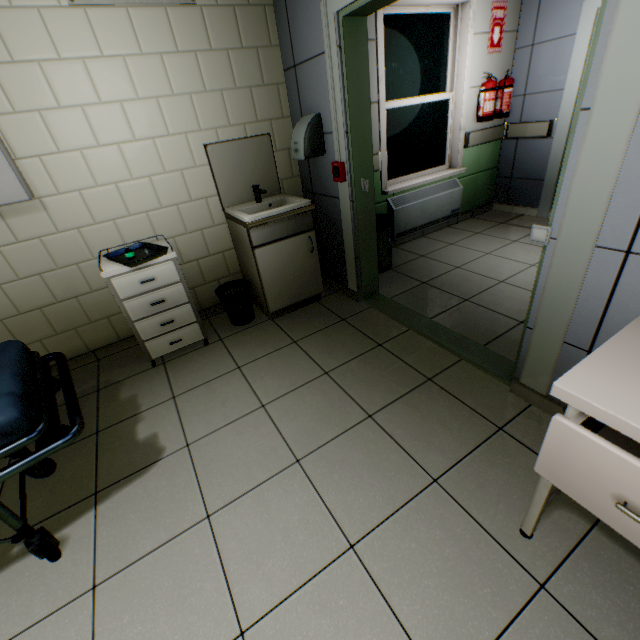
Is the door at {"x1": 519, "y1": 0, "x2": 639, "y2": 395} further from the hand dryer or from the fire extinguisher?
the fire extinguisher

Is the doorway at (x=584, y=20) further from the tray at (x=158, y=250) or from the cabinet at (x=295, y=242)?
the tray at (x=158, y=250)

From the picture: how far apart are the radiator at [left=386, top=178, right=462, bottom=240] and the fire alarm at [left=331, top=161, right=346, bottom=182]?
1.41m

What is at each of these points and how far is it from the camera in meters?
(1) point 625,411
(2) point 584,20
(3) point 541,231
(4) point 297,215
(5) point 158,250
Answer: (1) laboratory table, 0.8 m
(2) doorway, 3.3 m
(3) switch, 1.5 m
(4) sink, 2.6 m
(5) tray, 2.5 m

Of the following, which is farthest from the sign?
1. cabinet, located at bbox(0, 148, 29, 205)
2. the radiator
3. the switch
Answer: cabinet, located at bbox(0, 148, 29, 205)

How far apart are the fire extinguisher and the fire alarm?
2.6m

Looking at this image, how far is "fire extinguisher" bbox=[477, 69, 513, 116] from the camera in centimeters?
375cm

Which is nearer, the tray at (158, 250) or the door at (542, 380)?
the door at (542, 380)
